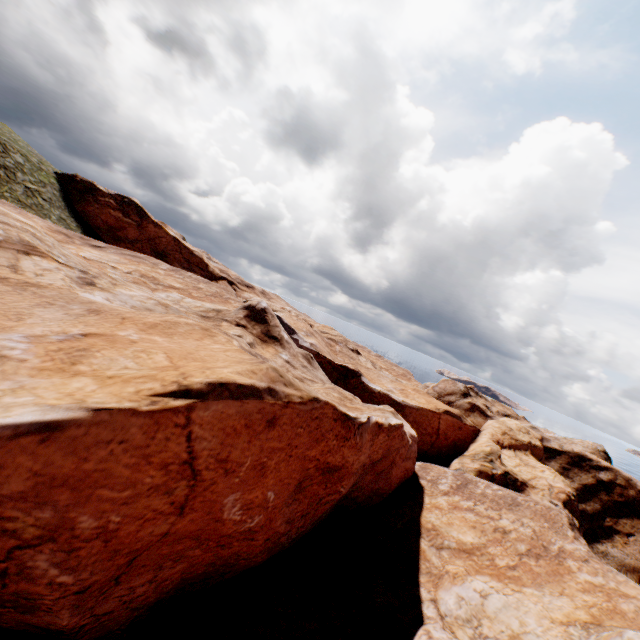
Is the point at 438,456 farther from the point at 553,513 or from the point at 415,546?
the point at 415,546
